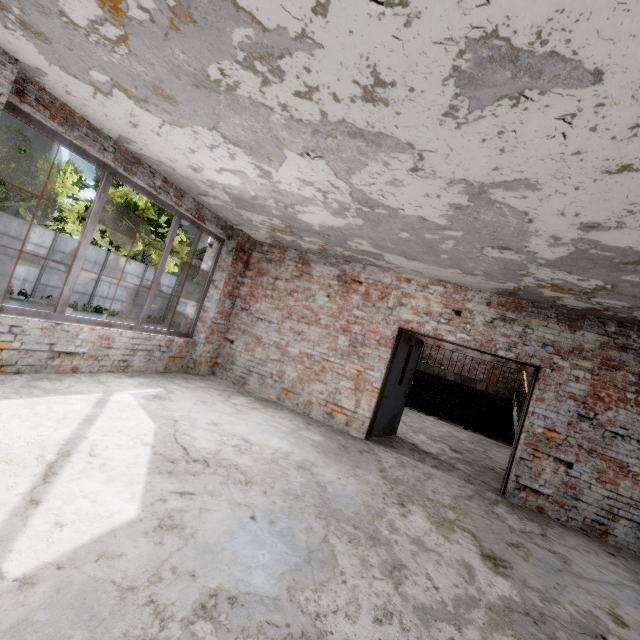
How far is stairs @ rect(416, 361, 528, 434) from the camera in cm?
1083

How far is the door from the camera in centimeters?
625cm

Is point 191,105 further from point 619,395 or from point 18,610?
point 619,395

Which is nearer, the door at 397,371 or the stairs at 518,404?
the door at 397,371

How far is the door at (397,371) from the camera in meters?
6.2

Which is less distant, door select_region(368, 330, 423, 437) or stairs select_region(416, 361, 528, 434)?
door select_region(368, 330, 423, 437)
